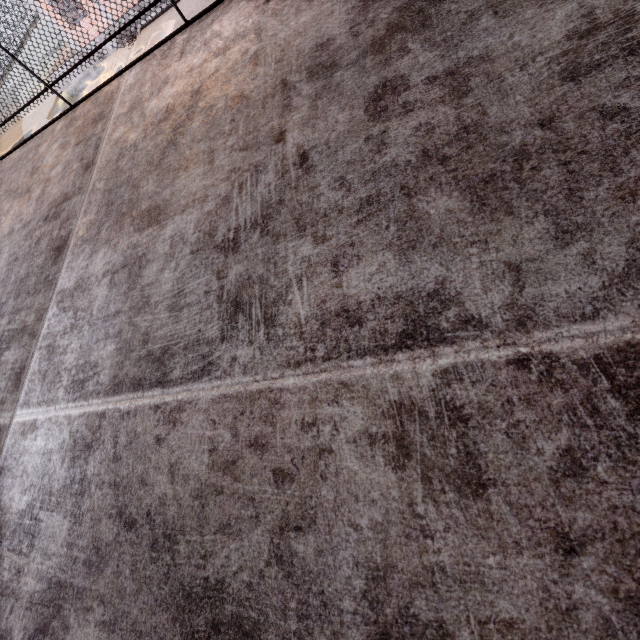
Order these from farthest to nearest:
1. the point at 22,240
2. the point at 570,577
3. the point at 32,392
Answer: the point at 22,240 < the point at 32,392 < the point at 570,577
